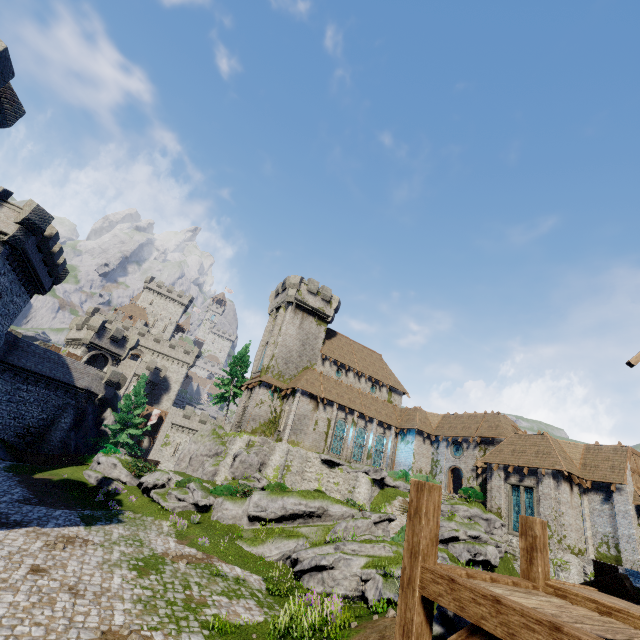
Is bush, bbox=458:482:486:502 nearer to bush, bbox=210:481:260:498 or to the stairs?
bush, bbox=210:481:260:498

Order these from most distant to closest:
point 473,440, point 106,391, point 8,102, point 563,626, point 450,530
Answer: point 106,391 < point 473,440 < point 450,530 < point 8,102 < point 563,626

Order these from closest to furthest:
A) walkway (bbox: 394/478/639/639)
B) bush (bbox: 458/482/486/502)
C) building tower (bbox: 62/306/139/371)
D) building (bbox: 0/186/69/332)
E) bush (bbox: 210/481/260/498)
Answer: walkway (bbox: 394/478/639/639) → building (bbox: 0/186/69/332) → bush (bbox: 210/481/260/498) → bush (bbox: 458/482/486/502) → building tower (bbox: 62/306/139/371)

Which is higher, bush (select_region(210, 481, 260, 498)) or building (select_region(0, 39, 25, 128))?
building (select_region(0, 39, 25, 128))

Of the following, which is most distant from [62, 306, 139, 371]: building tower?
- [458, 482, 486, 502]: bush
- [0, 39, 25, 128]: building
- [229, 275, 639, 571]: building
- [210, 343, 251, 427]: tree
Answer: [458, 482, 486, 502]: bush

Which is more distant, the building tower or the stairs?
the building tower

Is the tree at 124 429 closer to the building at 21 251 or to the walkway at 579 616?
the building at 21 251

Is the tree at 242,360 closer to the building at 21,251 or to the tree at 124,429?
the tree at 124,429
